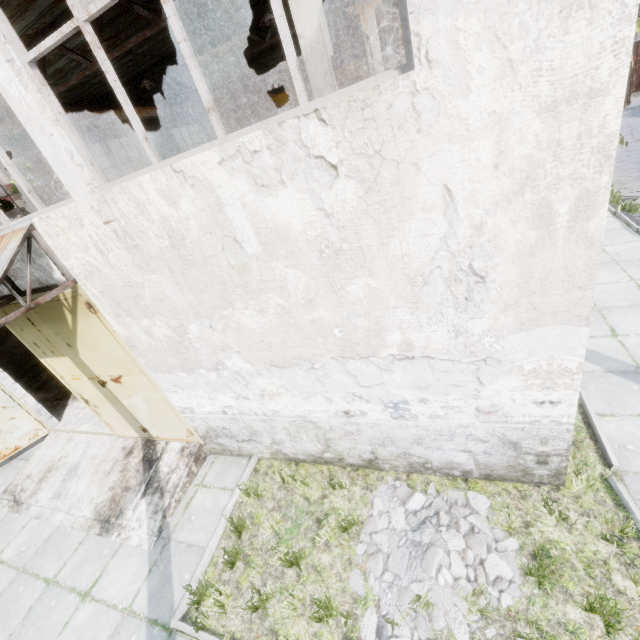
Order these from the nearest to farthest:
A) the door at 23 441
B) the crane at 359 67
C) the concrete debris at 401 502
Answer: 1. the concrete debris at 401 502
2. the door at 23 441
3. the crane at 359 67

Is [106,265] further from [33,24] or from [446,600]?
[33,24]

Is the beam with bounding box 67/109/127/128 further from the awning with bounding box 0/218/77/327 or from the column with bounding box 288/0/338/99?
the column with bounding box 288/0/338/99

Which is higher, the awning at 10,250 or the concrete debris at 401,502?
the awning at 10,250

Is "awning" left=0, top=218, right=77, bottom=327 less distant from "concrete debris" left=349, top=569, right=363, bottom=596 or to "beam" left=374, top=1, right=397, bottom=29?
"beam" left=374, top=1, right=397, bottom=29

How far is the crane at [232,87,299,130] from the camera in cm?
2030

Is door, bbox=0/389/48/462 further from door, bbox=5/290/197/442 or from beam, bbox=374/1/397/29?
beam, bbox=374/1/397/29
